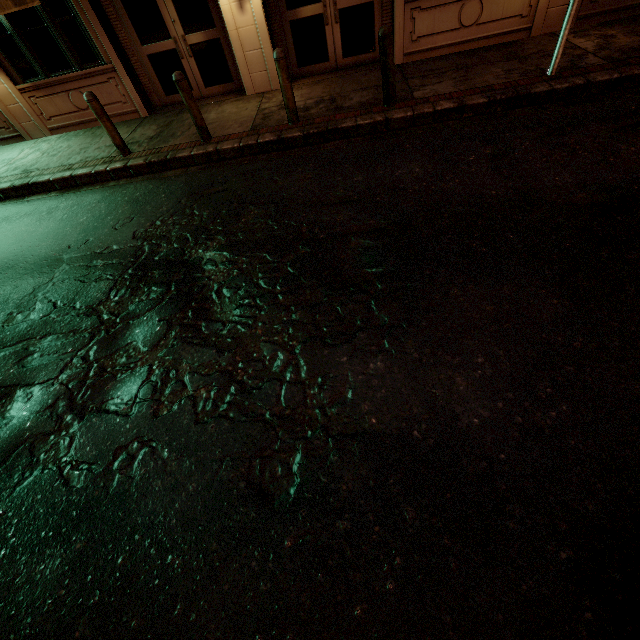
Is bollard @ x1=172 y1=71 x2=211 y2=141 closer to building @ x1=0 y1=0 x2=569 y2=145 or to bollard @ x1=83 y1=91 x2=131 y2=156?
bollard @ x1=83 y1=91 x2=131 y2=156

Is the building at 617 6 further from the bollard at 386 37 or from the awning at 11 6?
the bollard at 386 37

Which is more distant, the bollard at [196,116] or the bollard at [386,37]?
the bollard at [196,116]

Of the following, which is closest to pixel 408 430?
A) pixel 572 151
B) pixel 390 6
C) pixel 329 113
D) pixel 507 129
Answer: pixel 572 151

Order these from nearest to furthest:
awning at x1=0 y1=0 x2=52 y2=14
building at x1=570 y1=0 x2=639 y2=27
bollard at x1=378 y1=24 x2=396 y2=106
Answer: bollard at x1=378 y1=24 x2=396 y2=106, awning at x1=0 y1=0 x2=52 y2=14, building at x1=570 y1=0 x2=639 y2=27

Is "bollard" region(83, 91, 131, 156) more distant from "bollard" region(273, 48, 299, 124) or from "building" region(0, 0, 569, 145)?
"bollard" region(273, 48, 299, 124)

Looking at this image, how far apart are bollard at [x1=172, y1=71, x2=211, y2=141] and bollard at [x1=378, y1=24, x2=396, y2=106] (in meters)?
3.70

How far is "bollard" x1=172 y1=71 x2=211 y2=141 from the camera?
6.23m
